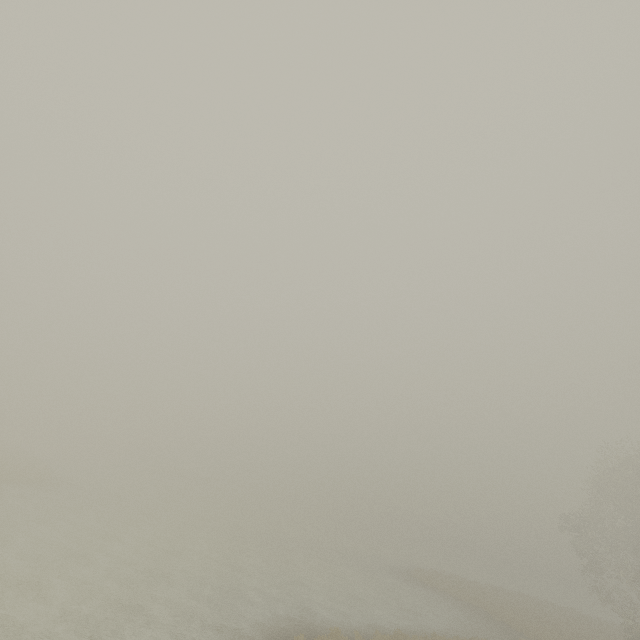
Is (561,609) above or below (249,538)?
above
